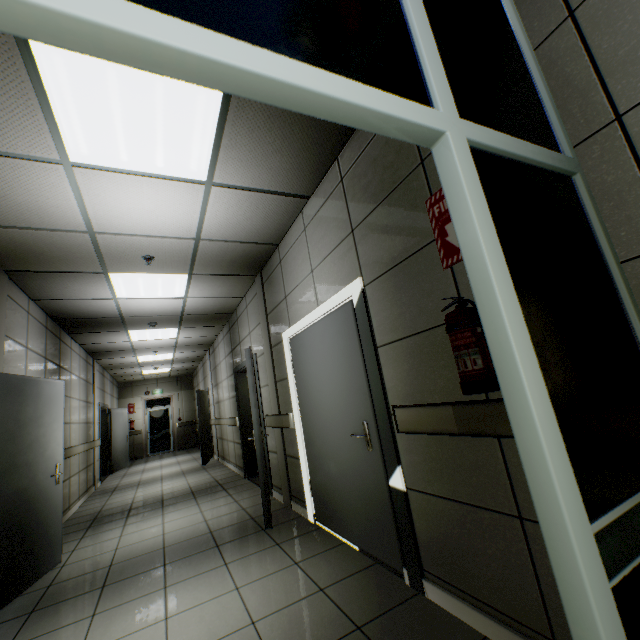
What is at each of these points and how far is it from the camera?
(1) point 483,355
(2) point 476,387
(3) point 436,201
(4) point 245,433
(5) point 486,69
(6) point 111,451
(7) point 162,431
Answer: (1) fire extinguisher, 1.47m
(2) fire extinguisher stand, 1.45m
(3) sign, 1.85m
(4) door, 6.46m
(5) doorway, 1.17m
(6) door, 10.34m
(7) door, 14.27m

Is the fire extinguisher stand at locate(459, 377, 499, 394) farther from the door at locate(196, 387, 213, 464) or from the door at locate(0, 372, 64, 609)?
the door at locate(196, 387, 213, 464)

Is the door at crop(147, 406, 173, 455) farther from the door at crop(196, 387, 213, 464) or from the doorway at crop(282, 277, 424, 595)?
the doorway at crop(282, 277, 424, 595)

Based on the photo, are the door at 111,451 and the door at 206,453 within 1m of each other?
no

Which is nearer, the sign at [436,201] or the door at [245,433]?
the sign at [436,201]

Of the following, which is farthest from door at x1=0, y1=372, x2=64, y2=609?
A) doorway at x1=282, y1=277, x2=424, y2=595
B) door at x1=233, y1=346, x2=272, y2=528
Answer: doorway at x1=282, y1=277, x2=424, y2=595

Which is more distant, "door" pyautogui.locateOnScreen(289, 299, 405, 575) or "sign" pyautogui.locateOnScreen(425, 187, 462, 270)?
"door" pyautogui.locateOnScreen(289, 299, 405, 575)

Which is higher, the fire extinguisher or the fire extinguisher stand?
the fire extinguisher
